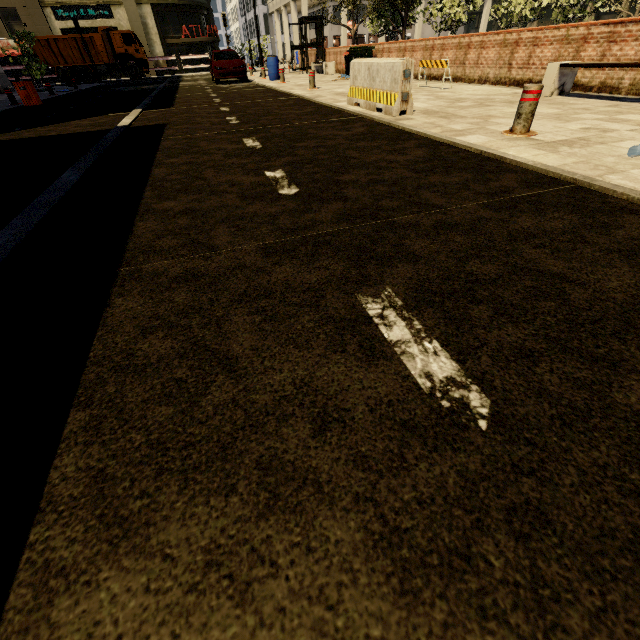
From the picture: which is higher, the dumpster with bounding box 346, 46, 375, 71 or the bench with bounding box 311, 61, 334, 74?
the dumpster with bounding box 346, 46, 375, 71

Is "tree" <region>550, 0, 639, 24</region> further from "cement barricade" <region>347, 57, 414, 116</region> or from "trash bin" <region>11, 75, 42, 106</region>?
"cement barricade" <region>347, 57, 414, 116</region>

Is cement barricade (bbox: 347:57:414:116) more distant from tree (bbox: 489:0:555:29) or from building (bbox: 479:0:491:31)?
building (bbox: 479:0:491:31)

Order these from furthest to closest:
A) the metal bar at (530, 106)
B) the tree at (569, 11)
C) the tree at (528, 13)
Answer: the tree at (569, 11) < the tree at (528, 13) < the metal bar at (530, 106)

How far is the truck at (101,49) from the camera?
25.7 meters

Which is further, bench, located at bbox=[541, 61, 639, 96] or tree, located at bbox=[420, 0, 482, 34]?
Result: tree, located at bbox=[420, 0, 482, 34]

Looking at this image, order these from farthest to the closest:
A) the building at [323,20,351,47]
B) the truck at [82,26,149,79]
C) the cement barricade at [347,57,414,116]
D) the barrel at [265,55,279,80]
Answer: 1. the building at [323,20,351,47]
2. the truck at [82,26,149,79]
3. the barrel at [265,55,279,80]
4. the cement barricade at [347,57,414,116]

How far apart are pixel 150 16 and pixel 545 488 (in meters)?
46.35
